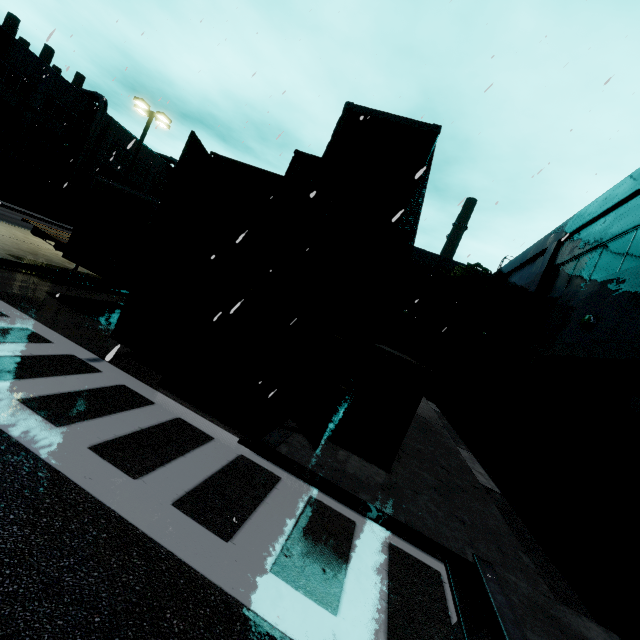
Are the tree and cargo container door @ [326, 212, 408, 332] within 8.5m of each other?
no

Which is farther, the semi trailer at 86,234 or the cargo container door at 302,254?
the semi trailer at 86,234

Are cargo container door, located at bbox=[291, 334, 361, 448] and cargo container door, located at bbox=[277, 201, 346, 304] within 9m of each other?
yes

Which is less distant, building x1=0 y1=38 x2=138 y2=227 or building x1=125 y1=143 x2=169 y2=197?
building x1=0 y1=38 x2=138 y2=227

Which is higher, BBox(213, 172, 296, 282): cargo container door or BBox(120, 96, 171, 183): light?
BBox(120, 96, 171, 183): light

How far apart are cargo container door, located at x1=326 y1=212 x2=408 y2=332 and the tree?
19.6m

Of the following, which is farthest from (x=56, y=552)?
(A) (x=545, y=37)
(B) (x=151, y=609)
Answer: (A) (x=545, y=37)

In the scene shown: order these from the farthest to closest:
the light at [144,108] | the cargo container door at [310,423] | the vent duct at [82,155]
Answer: the vent duct at [82,155] < the light at [144,108] < the cargo container door at [310,423]
